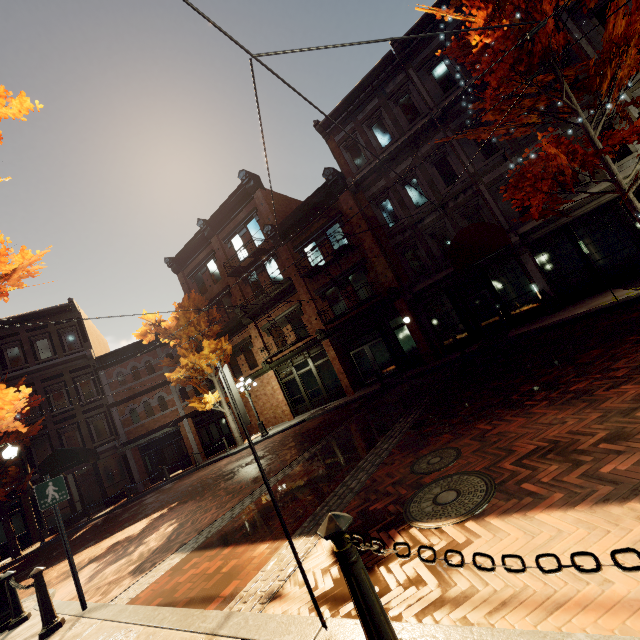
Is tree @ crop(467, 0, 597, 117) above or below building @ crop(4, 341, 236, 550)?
above

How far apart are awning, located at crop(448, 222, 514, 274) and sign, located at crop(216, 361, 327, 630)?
10.8 meters

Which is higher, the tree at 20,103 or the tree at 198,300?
the tree at 198,300

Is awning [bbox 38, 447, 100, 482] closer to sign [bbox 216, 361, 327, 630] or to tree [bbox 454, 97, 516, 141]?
tree [bbox 454, 97, 516, 141]

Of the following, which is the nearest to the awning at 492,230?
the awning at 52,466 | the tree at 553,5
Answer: the tree at 553,5

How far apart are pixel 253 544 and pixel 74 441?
23.1 meters

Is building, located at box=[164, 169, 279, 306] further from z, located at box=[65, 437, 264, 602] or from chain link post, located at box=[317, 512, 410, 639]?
chain link post, located at box=[317, 512, 410, 639]

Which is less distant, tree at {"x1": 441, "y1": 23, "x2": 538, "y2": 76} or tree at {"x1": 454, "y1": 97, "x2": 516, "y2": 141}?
tree at {"x1": 441, "y1": 23, "x2": 538, "y2": 76}
